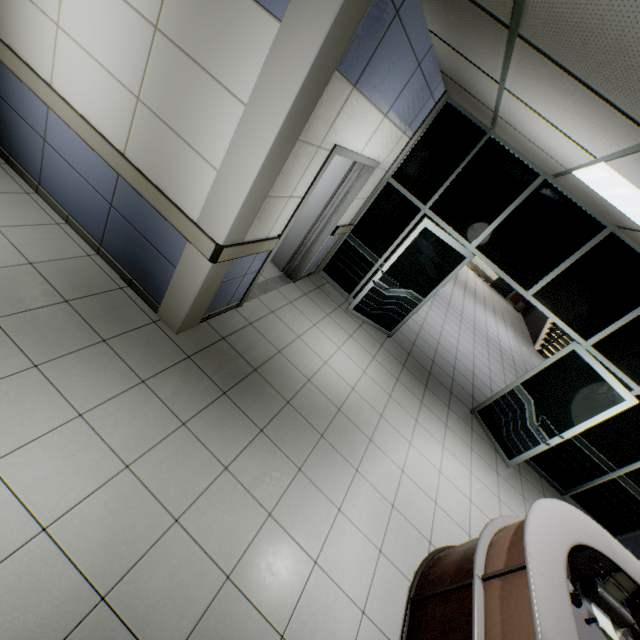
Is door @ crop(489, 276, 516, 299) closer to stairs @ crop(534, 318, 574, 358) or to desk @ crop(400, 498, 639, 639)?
stairs @ crop(534, 318, 574, 358)

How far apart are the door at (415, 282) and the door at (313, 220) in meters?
1.0

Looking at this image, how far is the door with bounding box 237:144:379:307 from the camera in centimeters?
337cm

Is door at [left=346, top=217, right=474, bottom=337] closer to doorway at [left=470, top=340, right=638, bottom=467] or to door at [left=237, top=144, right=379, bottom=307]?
door at [left=237, top=144, right=379, bottom=307]

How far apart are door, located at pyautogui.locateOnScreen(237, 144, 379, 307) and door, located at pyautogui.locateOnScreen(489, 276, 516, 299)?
14.0m

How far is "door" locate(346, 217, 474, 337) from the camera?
4.83m

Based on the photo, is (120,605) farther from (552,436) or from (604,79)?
(552,436)

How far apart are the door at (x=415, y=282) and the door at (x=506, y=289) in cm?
1298
